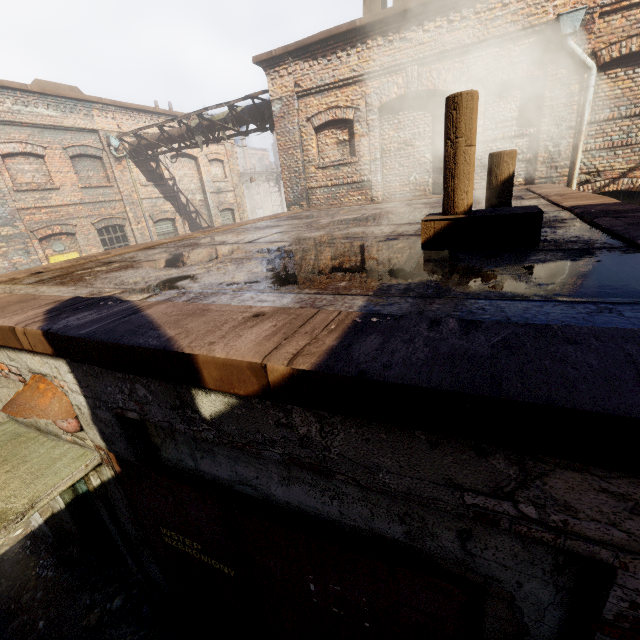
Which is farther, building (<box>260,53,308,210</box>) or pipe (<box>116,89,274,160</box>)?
pipe (<box>116,89,274,160</box>)

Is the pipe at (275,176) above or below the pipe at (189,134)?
below

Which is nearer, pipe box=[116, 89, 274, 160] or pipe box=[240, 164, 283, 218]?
pipe box=[116, 89, 274, 160]

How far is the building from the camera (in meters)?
9.33

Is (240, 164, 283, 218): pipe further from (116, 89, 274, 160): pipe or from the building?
the building

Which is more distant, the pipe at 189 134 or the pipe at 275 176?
the pipe at 275 176

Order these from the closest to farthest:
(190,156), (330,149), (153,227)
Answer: (330,149), (153,227), (190,156)
